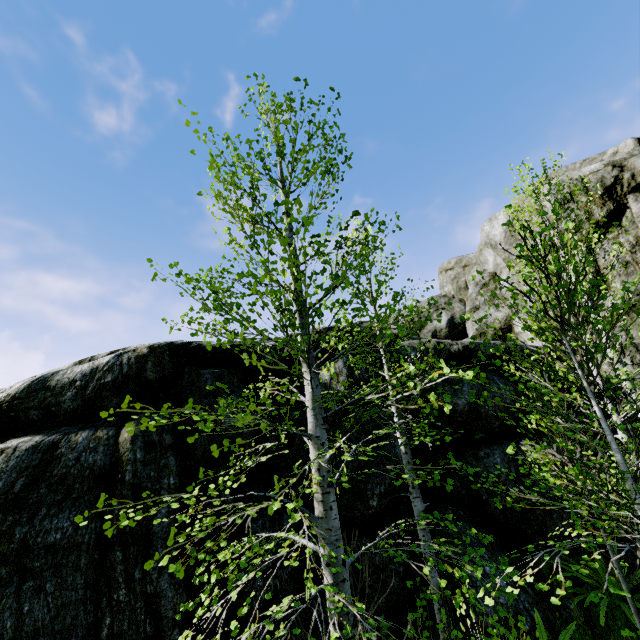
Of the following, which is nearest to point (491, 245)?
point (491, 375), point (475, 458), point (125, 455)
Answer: point (491, 375)

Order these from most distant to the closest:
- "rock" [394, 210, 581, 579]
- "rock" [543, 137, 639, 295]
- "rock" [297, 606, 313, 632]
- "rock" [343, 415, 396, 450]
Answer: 1. "rock" [543, 137, 639, 295]
2. "rock" [394, 210, 581, 579]
3. "rock" [343, 415, 396, 450]
4. "rock" [297, 606, 313, 632]

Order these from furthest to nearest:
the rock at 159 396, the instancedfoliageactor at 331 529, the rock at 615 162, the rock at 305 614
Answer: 1. the rock at 615 162
2. the rock at 305 614
3. the rock at 159 396
4. the instancedfoliageactor at 331 529

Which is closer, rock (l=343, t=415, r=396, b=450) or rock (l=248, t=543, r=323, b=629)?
rock (l=248, t=543, r=323, b=629)

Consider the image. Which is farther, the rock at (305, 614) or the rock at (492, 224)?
the rock at (492, 224)

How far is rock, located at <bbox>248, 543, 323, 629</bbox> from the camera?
5.3m

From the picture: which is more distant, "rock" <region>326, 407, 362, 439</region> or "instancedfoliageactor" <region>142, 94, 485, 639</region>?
"rock" <region>326, 407, 362, 439</region>
